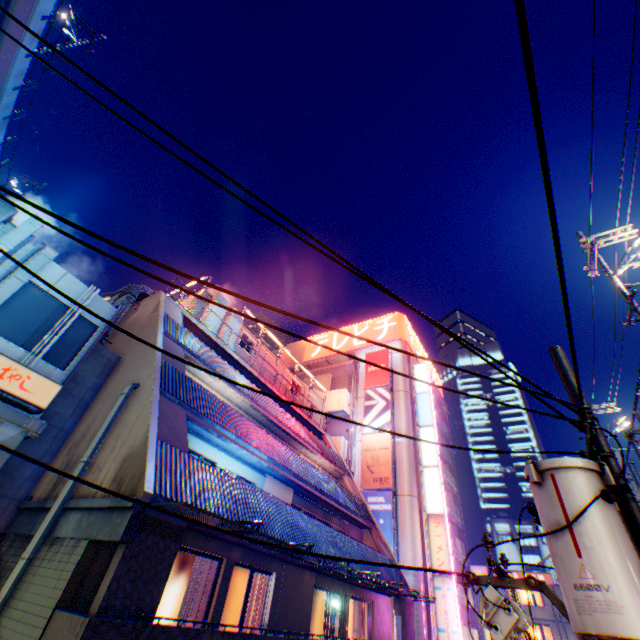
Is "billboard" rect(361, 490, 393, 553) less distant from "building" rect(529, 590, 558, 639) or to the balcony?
the balcony

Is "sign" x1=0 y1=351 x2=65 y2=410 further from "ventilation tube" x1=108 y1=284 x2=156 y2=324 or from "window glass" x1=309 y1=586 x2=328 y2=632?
"window glass" x1=309 y1=586 x2=328 y2=632

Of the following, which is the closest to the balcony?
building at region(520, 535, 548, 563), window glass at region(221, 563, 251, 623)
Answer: window glass at region(221, 563, 251, 623)

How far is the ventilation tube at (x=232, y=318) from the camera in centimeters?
2030cm

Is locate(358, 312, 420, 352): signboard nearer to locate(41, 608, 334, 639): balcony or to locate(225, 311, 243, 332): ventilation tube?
locate(225, 311, 243, 332): ventilation tube

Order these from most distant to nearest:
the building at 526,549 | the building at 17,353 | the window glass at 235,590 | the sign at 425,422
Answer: the building at 526,549 → the sign at 425,422 → the window glass at 235,590 → the building at 17,353

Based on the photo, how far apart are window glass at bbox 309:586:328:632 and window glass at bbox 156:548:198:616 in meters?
6.1 m

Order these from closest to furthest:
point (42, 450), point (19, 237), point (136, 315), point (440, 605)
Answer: point (19, 237), point (42, 450), point (136, 315), point (440, 605)
